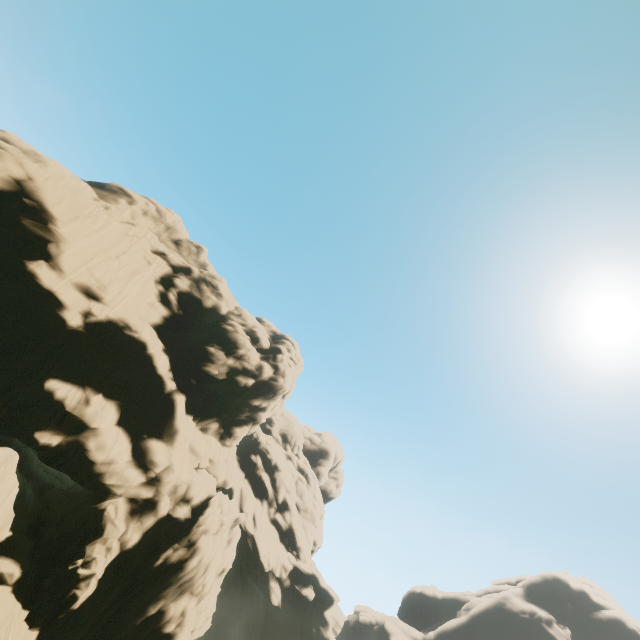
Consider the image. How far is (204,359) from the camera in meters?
31.5 m
